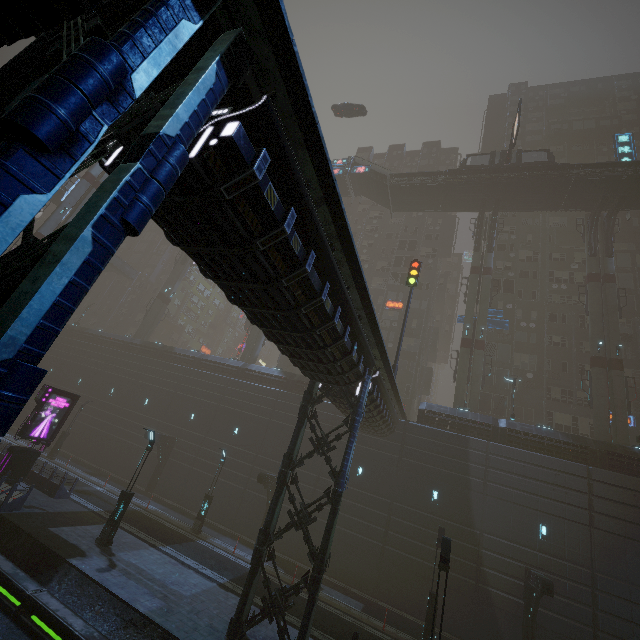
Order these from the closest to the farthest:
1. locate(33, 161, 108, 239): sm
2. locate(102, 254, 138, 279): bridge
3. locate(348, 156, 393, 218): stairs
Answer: locate(33, 161, 108, 239): sm, locate(348, 156, 393, 218): stairs, locate(102, 254, 138, 279): bridge

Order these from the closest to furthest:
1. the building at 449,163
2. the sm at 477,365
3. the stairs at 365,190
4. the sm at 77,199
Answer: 1. the sm at 477,365
2. the sm at 77,199
3. the stairs at 365,190
4. the building at 449,163

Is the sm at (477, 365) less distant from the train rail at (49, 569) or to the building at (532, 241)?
the building at (532, 241)

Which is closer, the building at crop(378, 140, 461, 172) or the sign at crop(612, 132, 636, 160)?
the sign at crop(612, 132, 636, 160)

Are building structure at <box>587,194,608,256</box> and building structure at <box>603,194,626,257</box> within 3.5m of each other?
yes

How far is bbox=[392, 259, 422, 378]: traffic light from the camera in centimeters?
2142cm

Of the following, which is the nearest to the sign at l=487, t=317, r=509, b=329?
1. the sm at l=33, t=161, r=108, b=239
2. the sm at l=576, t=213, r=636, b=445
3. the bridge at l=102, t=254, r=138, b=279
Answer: the sm at l=576, t=213, r=636, b=445

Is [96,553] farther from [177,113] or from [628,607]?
[628,607]
